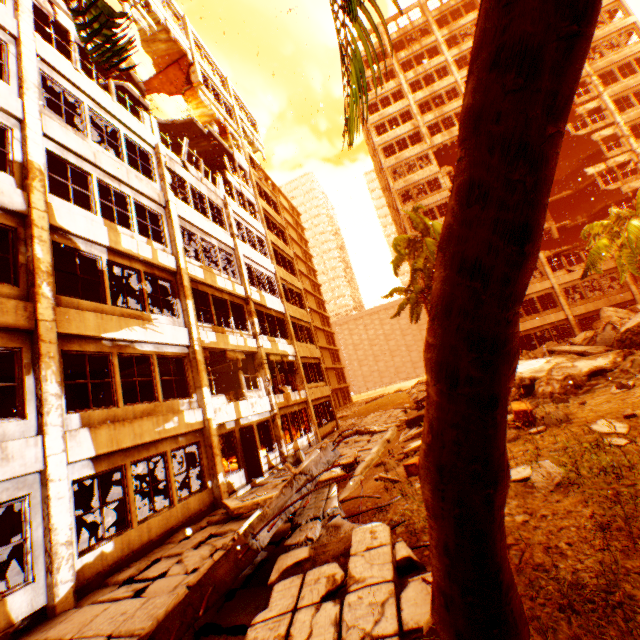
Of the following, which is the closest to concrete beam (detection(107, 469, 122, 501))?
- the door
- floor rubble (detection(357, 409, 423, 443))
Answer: the door

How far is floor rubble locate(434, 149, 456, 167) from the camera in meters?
36.5

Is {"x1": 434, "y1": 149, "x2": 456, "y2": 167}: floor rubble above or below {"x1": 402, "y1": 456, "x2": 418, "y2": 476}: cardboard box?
above

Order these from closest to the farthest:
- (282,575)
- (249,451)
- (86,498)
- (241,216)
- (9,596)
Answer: (282,575) < (9,596) < (86,498) < (249,451) < (241,216)

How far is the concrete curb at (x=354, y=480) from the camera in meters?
8.2 m

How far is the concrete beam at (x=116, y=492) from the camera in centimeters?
1212cm

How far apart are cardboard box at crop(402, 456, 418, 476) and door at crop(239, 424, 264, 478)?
6.4m

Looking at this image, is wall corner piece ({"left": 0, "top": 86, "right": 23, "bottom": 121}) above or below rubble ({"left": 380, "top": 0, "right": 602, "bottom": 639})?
above
